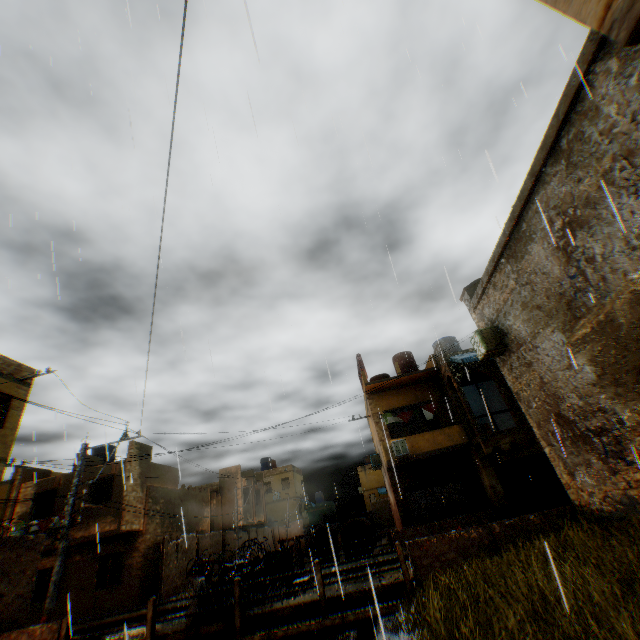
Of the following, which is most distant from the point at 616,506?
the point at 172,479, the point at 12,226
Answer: the point at 172,479

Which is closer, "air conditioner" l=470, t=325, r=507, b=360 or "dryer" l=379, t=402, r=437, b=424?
"air conditioner" l=470, t=325, r=507, b=360

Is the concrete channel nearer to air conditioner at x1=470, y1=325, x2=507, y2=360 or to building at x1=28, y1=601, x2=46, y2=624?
building at x1=28, y1=601, x2=46, y2=624

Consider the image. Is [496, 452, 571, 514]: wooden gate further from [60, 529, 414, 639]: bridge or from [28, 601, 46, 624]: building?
[60, 529, 414, 639]: bridge

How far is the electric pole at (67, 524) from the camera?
9.9m

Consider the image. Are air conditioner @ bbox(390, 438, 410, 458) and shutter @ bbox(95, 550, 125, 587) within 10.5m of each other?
no

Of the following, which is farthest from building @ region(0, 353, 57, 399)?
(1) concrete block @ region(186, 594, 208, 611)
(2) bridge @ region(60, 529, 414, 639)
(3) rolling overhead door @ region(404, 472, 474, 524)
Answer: (2) bridge @ region(60, 529, 414, 639)

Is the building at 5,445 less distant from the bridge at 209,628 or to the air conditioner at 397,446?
the air conditioner at 397,446
